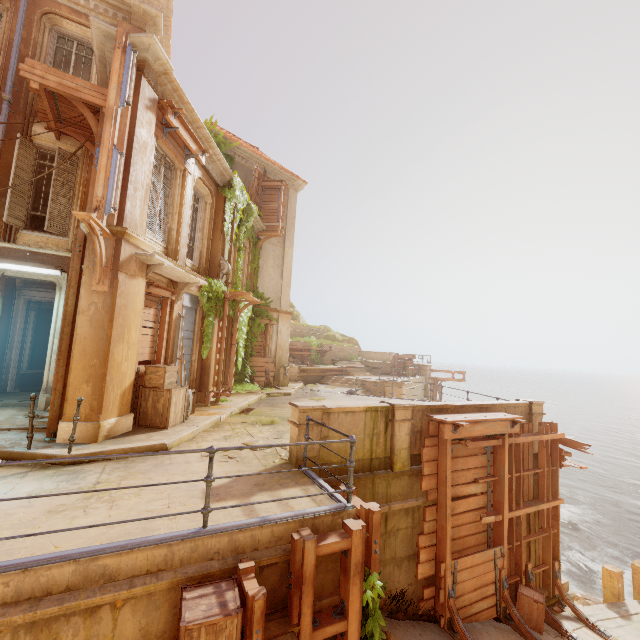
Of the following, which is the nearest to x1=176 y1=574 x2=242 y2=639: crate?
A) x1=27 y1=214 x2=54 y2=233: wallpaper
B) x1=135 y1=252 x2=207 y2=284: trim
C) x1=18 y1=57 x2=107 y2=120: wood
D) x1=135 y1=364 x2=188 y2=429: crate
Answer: x1=135 y1=364 x2=188 y2=429: crate

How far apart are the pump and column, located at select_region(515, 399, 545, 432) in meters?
11.8 m

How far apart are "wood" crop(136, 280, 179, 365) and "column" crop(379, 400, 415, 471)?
6.2 meters

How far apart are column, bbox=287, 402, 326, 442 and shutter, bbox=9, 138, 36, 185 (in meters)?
9.27

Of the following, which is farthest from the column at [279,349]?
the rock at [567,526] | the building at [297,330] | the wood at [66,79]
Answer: the rock at [567,526]

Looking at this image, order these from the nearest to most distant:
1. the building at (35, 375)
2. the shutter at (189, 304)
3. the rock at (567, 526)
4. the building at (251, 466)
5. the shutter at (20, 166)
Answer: the building at (251, 466), the shutter at (20, 166), the shutter at (189, 304), the building at (35, 375), the rock at (567, 526)

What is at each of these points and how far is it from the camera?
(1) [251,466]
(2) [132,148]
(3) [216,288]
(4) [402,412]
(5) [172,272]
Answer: (1) building, 6.18m
(2) column, 7.40m
(3) plant, 12.23m
(4) column, 7.46m
(5) trim, 8.87m

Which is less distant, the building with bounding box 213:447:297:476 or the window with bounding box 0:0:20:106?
the building with bounding box 213:447:297:476
